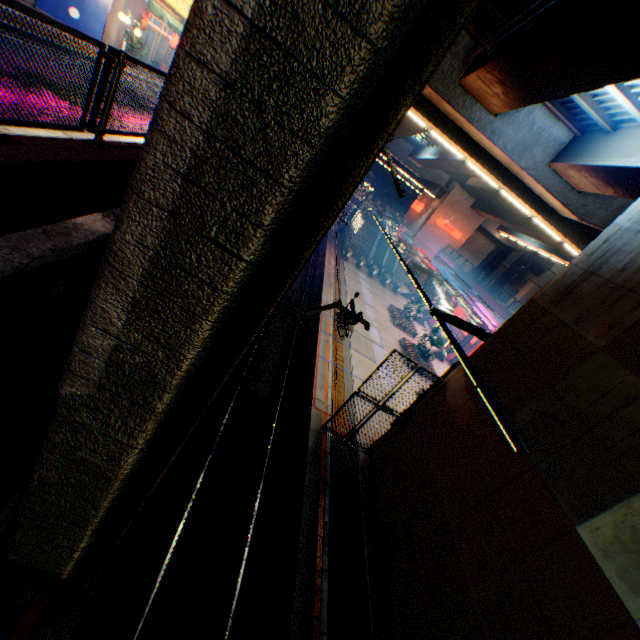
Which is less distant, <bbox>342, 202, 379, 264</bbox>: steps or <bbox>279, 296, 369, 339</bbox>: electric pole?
<bbox>279, 296, 369, 339</bbox>: electric pole

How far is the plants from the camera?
24.62m

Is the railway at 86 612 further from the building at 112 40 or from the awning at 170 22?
the awning at 170 22

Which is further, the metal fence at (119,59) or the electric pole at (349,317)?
the electric pole at (349,317)

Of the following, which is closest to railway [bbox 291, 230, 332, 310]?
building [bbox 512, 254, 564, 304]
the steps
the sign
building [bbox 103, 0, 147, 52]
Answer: the steps

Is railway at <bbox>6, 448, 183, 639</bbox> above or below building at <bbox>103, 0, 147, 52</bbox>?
below

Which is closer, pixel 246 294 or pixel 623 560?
pixel 246 294

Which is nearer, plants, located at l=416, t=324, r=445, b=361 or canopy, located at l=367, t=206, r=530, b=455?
canopy, located at l=367, t=206, r=530, b=455
